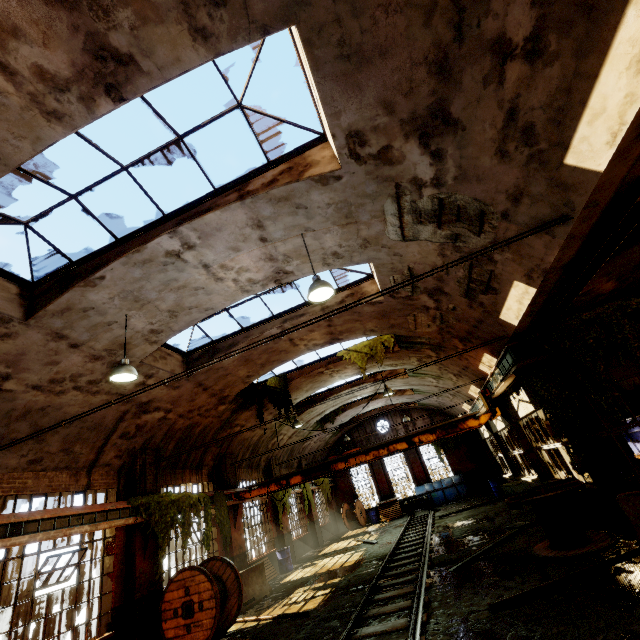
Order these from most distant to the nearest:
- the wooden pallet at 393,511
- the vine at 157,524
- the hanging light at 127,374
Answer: the wooden pallet at 393,511 < the vine at 157,524 < the hanging light at 127,374

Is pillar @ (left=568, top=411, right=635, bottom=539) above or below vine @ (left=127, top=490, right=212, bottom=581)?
below

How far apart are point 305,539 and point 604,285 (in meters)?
21.17

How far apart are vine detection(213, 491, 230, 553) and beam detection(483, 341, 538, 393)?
11.8m

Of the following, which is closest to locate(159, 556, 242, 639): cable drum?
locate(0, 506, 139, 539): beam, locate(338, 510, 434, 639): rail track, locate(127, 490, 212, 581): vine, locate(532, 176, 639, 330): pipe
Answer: locate(127, 490, 212, 581): vine

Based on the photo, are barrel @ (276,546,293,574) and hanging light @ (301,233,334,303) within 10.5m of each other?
no

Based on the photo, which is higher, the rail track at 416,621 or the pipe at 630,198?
the pipe at 630,198

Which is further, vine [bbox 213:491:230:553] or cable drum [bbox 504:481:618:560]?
vine [bbox 213:491:230:553]
